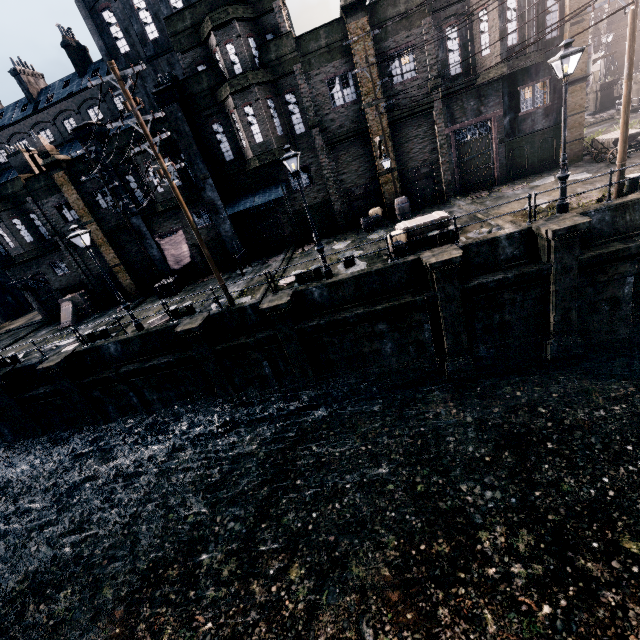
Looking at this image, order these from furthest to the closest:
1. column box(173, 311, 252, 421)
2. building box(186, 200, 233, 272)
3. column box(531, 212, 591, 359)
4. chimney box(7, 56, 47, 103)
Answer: chimney box(7, 56, 47, 103), building box(186, 200, 233, 272), column box(173, 311, 252, 421), column box(531, 212, 591, 359)

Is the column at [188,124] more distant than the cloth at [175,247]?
No

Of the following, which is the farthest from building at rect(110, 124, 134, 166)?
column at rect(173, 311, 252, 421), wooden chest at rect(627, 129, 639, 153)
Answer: wooden chest at rect(627, 129, 639, 153)

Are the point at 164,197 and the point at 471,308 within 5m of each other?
no

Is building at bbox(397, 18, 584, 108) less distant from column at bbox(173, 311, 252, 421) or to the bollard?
the bollard

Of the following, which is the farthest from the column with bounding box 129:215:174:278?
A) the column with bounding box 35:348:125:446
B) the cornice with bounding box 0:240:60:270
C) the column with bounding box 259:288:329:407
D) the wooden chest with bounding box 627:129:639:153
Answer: the wooden chest with bounding box 627:129:639:153

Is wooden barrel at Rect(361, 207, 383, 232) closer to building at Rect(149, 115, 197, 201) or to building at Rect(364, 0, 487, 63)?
building at Rect(364, 0, 487, 63)

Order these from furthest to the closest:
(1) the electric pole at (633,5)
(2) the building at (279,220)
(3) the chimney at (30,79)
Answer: (3) the chimney at (30,79)
(2) the building at (279,220)
(1) the electric pole at (633,5)
